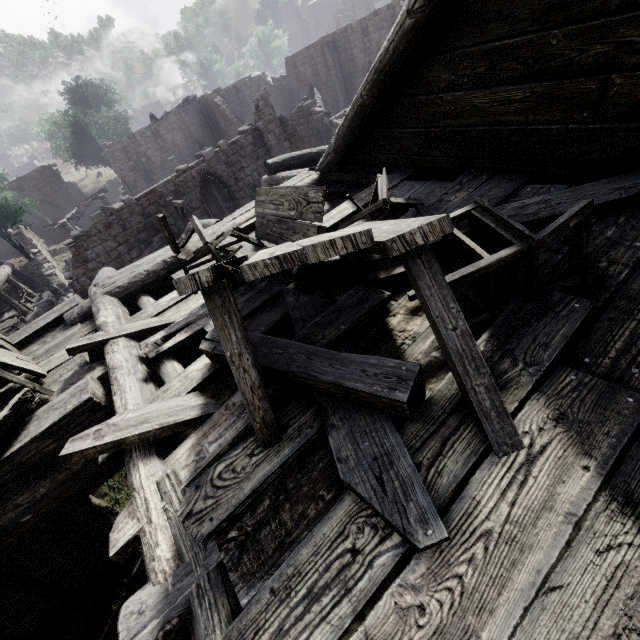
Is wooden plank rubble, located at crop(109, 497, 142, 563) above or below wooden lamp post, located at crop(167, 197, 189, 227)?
above

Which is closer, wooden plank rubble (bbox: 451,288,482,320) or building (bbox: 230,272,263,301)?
wooden plank rubble (bbox: 451,288,482,320)

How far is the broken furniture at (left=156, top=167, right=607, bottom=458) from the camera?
1.63m

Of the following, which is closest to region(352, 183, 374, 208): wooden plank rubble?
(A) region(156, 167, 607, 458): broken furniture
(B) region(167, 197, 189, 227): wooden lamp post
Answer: (A) region(156, 167, 607, 458): broken furniture

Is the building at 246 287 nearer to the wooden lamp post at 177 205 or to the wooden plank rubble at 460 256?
the wooden plank rubble at 460 256

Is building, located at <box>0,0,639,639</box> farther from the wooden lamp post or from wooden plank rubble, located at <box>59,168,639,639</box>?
the wooden lamp post

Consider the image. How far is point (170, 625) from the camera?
1.6 meters

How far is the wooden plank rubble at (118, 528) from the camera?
1.9m
